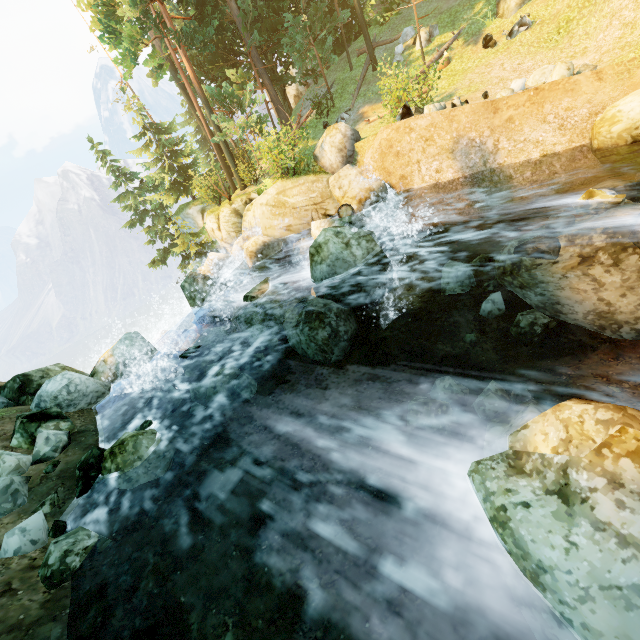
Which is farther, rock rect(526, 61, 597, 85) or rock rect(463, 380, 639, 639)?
rock rect(526, 61, 597, 85)

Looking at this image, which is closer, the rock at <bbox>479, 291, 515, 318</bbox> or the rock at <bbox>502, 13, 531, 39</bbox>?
the rock at <bbox>479, 291, 515, 318</bbox>

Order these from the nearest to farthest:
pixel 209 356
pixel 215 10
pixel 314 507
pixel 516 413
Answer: pixel 516 413 < pixel 314 507 < pixel 209 356 < pixel 215 10

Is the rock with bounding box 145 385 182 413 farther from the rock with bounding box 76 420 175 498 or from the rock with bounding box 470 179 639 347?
the rock with bounding box 470 179 639 347

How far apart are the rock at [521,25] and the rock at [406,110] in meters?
8.4

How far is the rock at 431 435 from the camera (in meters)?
4.54

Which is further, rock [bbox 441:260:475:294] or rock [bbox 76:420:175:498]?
rock [bbox 441:260:475:294]

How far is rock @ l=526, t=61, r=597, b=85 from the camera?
10.3 meters
